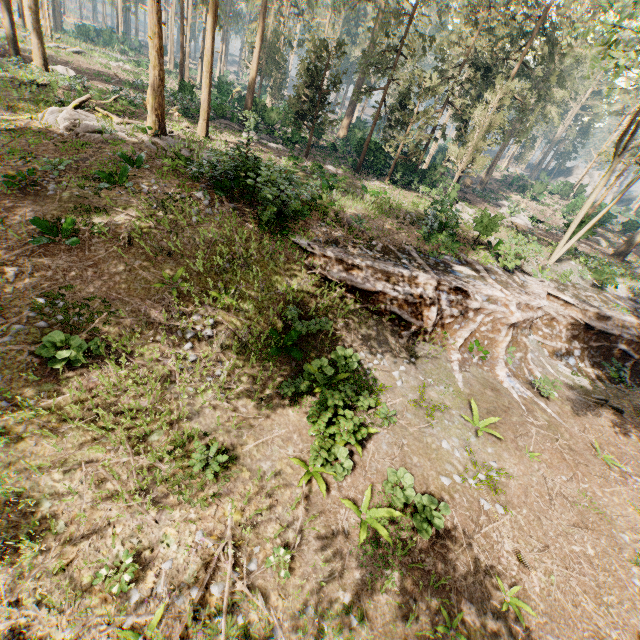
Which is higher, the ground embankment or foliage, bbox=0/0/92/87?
foliage, bbox=0/0/92/87

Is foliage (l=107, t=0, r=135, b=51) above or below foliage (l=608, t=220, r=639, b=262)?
above

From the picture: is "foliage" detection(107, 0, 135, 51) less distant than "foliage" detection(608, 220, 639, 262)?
No

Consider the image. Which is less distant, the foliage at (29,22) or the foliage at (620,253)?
the foliage at (29,22)

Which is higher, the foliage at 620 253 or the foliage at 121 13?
the foliage at 121 13

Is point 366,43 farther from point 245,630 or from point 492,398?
point 245,630

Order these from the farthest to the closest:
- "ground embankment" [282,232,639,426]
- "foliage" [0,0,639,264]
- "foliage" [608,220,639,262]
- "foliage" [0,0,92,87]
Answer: "foliage" [608,220,639,262] < "foliage" [0,0,92,87] < "foliage" [0,0,639,264] < "ground embankment" [282,232,639,426]
